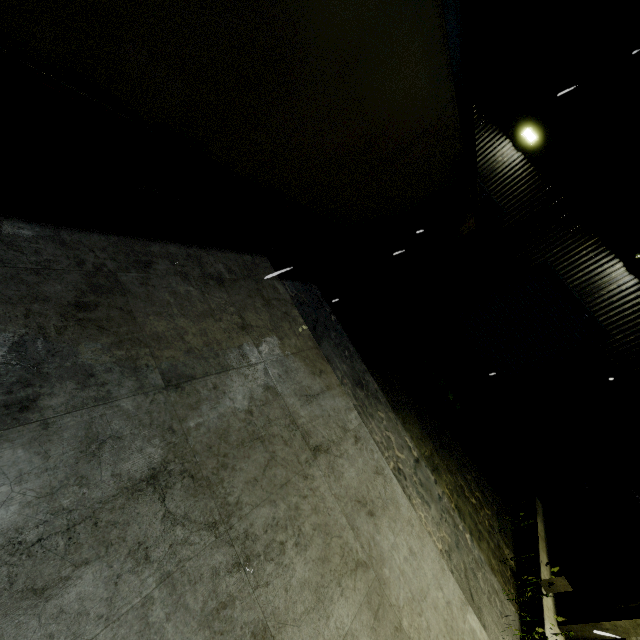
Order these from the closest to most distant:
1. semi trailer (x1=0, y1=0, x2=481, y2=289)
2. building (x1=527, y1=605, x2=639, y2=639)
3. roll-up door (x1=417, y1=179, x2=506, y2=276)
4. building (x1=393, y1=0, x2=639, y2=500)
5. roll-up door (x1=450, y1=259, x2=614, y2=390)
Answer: semi trailer (x1=0, y1=0, x2=481, y2=289) < building (x1=527, y1=605, x2=639, y2=639) < building (x1=393, y1=0, x2=639, y2=500) < roll-up door (x1=450, y1=259, x2=614, y2=390) < roll-up door (x1=417, y1=179, x2=506, y2=276)

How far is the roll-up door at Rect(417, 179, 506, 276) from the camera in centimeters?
1097cm

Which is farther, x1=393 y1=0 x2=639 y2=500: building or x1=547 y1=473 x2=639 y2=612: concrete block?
x1=393 y1=0 x2=639 y2=500: building

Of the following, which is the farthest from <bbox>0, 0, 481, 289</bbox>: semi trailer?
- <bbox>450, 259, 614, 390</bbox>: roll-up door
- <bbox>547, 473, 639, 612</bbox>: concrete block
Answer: <bbox>450, 259, 614, 390</bbox>: roll-up door

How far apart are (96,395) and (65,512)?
0.8m

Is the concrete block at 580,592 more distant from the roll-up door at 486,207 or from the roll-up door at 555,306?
the roll-up door at 486,207

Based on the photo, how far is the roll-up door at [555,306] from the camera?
10.09m

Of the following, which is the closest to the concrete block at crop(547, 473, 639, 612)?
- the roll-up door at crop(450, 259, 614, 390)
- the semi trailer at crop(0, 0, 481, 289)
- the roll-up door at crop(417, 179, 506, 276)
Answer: the semi trailer at crop(0, 0, 481, 289)
